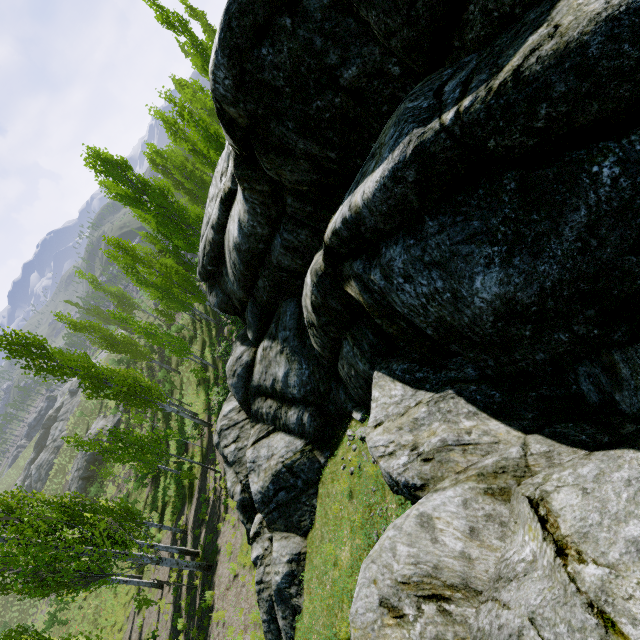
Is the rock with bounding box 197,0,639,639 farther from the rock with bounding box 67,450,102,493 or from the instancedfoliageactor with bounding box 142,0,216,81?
the rock with bounding box 67,450,102,493

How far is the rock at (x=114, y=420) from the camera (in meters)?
41.34

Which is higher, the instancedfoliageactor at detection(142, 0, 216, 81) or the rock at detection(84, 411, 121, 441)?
the instancedfoliageactor at detection(142, 0, 216, 81)

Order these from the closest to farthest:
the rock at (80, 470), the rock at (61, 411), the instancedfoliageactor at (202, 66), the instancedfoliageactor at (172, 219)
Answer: the instancedfoliageactor at (172, 219)
the instancedfoliageactor at (202, 66)
the rock at (80, 470)
the rock at (61, 411)

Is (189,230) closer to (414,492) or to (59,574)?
(59,574)

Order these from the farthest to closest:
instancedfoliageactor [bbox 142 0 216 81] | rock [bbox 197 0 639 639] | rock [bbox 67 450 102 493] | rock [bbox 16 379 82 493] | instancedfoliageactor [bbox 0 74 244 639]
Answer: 1. rock [bbox 16 379 82 493]
2. rock [bbox 67 450 102 493]
3. instancedfoliageactor [bbox 142 0 216 81]
4. instancedfoliageactor [bbox 0 74 244 639]
5. rock [bbox 197 0 639 639]
